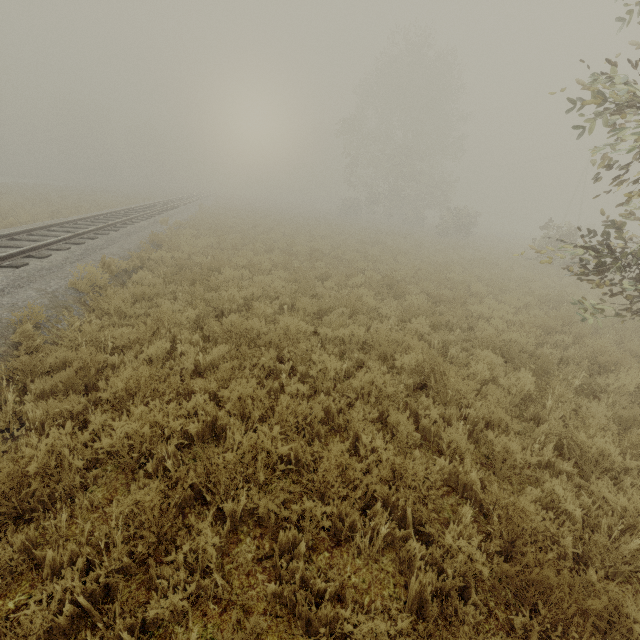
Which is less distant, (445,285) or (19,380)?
(19,380)

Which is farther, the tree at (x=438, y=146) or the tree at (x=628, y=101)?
the tree at (x=438, y=146)

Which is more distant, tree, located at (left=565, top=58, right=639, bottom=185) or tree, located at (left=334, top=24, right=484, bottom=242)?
tree, located at (left=334, top=24, right=484, bottom=242)

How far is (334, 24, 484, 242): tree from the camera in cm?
3247

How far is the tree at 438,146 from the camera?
32.5m
